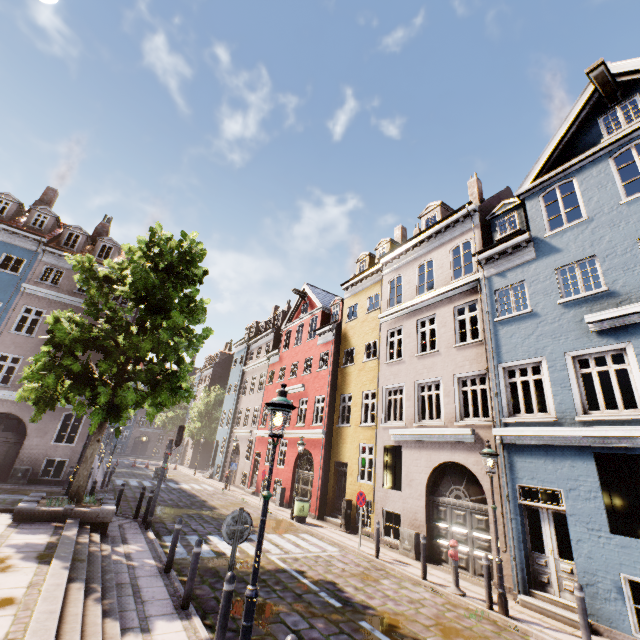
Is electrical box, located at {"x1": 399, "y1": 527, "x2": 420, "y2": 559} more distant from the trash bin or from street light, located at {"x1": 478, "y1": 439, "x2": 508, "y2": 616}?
the trash bin

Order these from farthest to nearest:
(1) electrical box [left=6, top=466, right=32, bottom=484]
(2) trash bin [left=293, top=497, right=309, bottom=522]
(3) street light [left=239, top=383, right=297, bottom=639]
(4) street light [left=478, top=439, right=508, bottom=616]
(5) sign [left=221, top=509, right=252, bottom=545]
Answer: (1) electrical box [left=6, top=466, right=32, bottom=484]
(2) trash bin [left=293, top=497, right=309, bottom=522]
(4) street light [left=478, top=439, right=508, bottom=616]
(5) sign [left=221, top=509, right=252, bottom=545]
(3) street light [left=239, top=383, right=297, bottom=639]

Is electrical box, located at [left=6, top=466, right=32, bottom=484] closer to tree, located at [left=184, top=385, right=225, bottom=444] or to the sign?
the sign

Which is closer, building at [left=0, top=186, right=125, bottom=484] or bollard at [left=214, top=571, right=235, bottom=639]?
bollard at [left=214, top=571, right=235, bottom=639]

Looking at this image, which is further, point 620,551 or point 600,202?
point 600,202

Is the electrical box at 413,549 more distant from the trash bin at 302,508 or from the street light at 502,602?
the trash bin at 302,508

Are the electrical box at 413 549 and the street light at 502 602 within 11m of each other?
yes

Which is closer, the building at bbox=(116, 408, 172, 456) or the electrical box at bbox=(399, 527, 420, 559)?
the electrical box at bbox=(399, 527, 420, 559)
